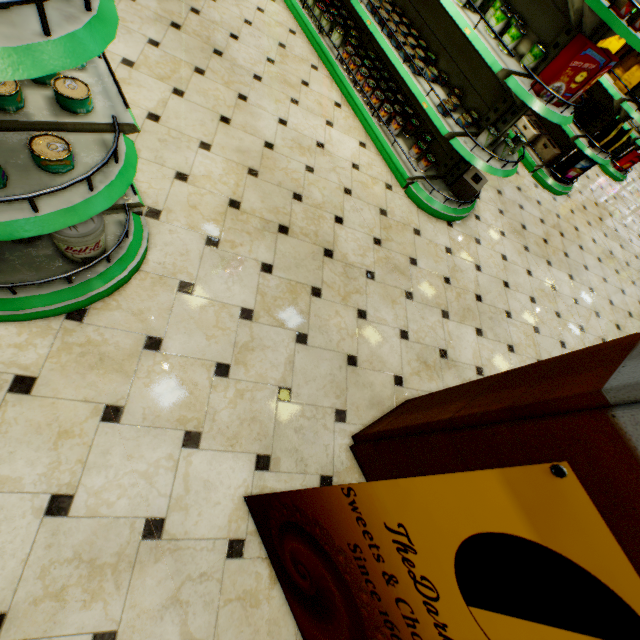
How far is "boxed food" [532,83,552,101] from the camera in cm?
269

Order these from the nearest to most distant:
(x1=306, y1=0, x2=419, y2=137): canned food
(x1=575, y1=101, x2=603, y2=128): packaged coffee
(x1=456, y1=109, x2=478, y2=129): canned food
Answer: (x1=456, y1=109, x2=478, y2=129): canned food, (x1=306, y1=0, x2=419, y2=137): canned food, (x1=575, y1=101, x2=603, y2=128): packaged coffee

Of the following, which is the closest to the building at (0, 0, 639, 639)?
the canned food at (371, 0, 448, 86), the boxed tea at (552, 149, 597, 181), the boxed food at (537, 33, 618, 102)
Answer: the boxed tea at (552, 149, 597, 181)

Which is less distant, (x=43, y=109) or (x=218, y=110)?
(x=43, y=109)

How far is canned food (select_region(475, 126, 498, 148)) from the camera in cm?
316

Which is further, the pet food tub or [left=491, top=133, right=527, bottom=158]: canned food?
[left=491, top=133, right=527, bottom=158]: canned food

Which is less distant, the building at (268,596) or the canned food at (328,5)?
the building at (268,596)

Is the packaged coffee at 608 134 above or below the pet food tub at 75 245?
above
